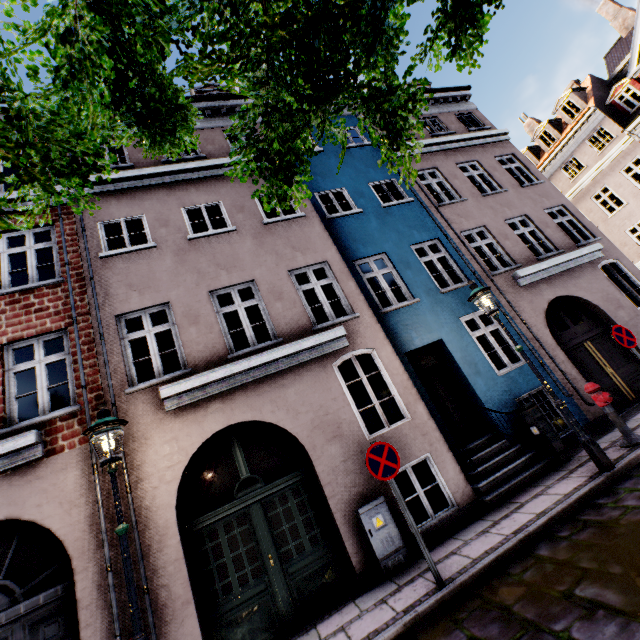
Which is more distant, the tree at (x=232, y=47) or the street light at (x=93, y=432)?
the street light at (x=93, y=432)

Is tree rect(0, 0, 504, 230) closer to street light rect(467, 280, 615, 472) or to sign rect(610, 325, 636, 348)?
street light rect(467, 280, 615, 472)

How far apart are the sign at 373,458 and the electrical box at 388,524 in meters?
1.4

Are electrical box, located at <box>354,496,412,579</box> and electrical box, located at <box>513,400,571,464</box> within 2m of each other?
no

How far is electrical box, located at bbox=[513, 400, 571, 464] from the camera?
6.70m

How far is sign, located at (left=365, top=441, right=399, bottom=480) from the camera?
4.8 meters

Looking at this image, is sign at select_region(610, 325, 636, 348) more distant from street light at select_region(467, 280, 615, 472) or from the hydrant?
street light at select_region(467, 280, 615, 472)

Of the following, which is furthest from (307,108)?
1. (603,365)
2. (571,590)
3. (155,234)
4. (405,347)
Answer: (603,365)
